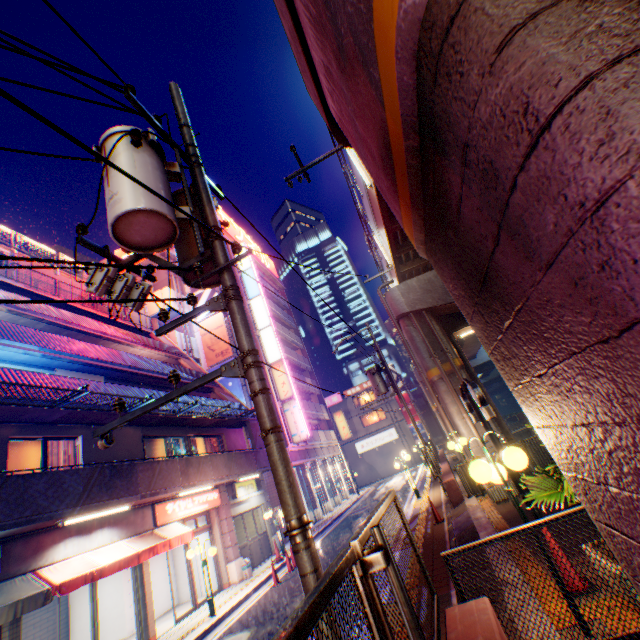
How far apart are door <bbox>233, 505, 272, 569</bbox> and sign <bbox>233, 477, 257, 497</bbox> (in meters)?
0.74

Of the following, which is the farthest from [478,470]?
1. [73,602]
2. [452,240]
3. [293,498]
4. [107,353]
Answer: [73,602]

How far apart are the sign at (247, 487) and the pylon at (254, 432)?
0.8m

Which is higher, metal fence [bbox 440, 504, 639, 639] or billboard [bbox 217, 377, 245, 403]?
billboard [bbox 217, 377, 245, 403]

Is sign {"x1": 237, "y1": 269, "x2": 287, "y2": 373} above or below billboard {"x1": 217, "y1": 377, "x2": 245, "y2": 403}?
above

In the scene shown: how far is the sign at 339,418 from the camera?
37.1m

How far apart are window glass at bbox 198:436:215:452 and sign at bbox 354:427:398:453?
31.2m

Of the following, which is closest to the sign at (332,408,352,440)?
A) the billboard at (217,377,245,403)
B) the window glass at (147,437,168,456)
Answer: the billboard at (217,377,245,403)
